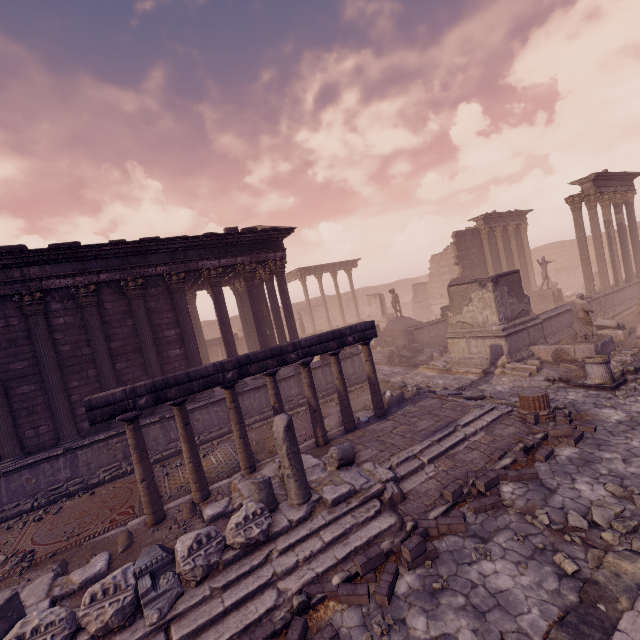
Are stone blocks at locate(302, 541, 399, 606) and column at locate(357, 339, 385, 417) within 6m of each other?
yes

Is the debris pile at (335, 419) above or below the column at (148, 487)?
below

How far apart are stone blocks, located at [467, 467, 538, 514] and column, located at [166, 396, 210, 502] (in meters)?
5.76

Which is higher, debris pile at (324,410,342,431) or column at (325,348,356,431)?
column at (325,348,356,431)

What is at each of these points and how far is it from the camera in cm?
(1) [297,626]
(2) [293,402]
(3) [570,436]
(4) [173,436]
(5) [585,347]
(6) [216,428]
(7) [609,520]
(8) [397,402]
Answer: (1) stone blocks, 441
(2) building, 1370
(3) stone blocks, 742
(4) building, 1153
(5) building debris, 1200
(6) building, 1225
(7) rocks, 512
(8) debris pile, 1091

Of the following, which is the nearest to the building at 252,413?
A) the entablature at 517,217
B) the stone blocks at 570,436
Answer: the stone blocks at 570,436

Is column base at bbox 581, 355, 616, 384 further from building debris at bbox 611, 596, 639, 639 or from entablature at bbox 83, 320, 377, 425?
entablature at bbox 83, 320, 377, 425

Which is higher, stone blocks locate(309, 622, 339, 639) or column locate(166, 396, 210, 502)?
column locate(166, 396, 210, 502)
